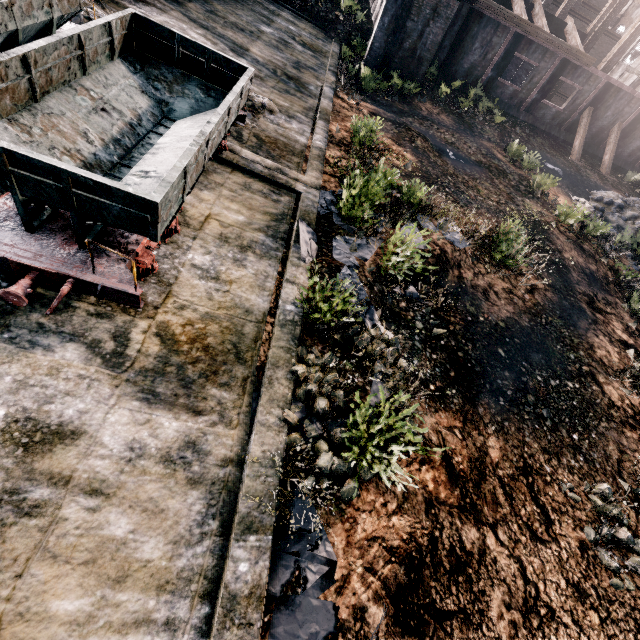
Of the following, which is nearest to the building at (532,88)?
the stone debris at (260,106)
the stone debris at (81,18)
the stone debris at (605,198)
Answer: the stone debris at (605,198)

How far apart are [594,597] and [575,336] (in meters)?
8.06

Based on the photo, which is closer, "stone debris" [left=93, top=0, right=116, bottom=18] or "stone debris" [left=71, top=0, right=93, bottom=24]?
"stone debris" [left=71, top=0, right=93, bottom=24]

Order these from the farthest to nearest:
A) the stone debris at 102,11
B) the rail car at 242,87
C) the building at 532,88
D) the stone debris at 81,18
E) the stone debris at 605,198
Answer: the building at 532,88 → the stone debris at 605,198 → the stone debris at 102,11 → the stone debris at 81,18 → the rail car at 242,87

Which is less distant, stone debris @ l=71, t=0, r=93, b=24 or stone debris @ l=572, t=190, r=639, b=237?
stone debris @ l=71, t=0, r=93, b=24

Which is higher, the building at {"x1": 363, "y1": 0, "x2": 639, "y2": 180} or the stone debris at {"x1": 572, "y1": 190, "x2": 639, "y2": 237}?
the building at {"x1": 363, "y1": 0, "x2": 639, "y2": 180}

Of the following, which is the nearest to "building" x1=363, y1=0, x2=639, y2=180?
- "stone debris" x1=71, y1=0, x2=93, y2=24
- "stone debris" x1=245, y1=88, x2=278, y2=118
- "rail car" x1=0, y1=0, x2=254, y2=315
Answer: "stone debris" x1=245, y1=88, x2=278, y2=118

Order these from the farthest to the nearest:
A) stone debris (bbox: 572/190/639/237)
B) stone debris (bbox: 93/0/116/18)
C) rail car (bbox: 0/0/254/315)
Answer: stone debris (bbox: 572/190/639/237)
stone debris (bbox: 93/0/116/18)
rail car (bbox: 0/0/254/315)
